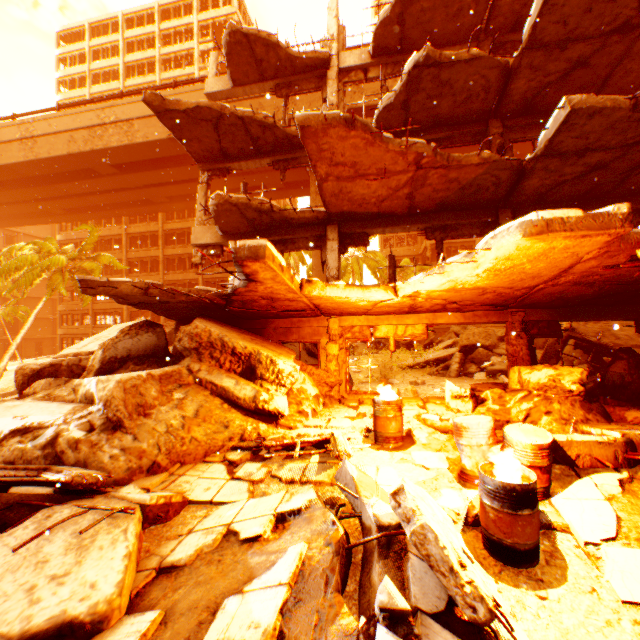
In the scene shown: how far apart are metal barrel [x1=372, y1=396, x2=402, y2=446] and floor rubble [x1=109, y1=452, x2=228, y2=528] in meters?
3.2 m

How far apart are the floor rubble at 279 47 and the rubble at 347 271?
15.8m

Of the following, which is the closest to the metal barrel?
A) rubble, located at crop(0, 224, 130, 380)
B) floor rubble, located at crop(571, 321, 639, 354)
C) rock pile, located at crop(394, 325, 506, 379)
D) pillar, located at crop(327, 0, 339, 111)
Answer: pillar, located at crop(327, 0, 339, 111)

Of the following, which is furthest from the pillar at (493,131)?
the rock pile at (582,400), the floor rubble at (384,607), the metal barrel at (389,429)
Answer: the floor rubble at (384,607)

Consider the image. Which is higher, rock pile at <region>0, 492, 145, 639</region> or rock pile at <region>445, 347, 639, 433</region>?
rock pile at <region>445, 347, 639, 433</region>

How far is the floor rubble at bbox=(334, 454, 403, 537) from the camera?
3.1m

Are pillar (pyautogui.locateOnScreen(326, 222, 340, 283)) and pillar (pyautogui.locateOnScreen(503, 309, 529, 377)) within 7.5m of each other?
yes

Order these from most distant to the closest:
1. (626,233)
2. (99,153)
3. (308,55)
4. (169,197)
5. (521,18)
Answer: (169,197)
(99,153)
(308,55)
(521,18)
(626,233)
